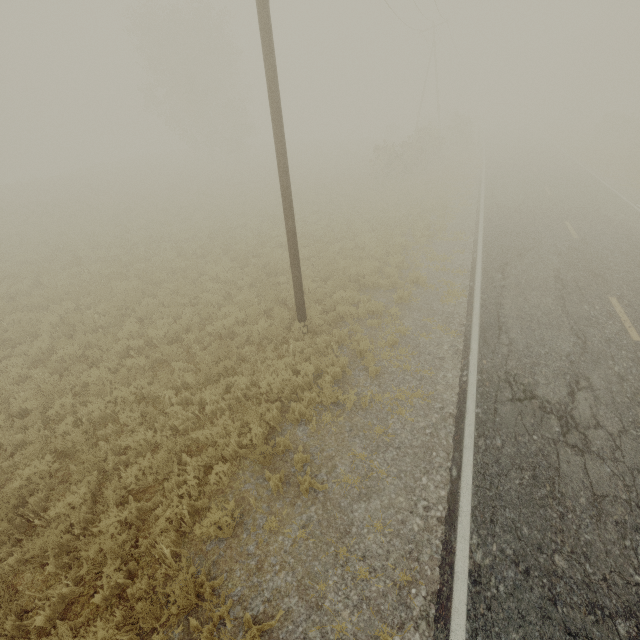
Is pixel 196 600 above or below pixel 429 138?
below

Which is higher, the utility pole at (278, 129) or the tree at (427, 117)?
the utility pole at (278, 129)

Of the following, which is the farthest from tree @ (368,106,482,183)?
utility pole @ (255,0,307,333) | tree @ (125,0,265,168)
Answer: utility pole @ (255,0,307,333)

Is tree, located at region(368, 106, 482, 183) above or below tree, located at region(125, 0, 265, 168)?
below

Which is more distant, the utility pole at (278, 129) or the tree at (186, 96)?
the tree at (186, 96)

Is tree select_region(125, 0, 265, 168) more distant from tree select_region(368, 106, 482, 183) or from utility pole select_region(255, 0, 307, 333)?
utility pole select_region(255, 0, 307, 333)

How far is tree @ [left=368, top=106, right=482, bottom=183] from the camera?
25.3m
